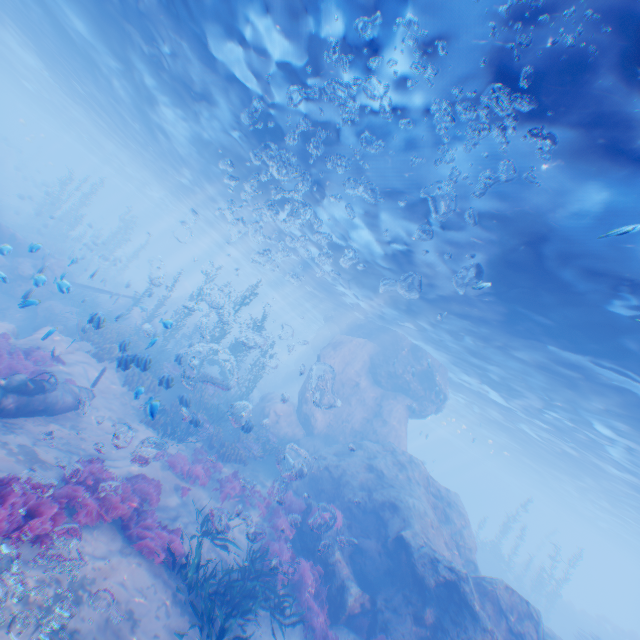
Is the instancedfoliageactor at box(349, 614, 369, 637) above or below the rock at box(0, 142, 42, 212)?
below

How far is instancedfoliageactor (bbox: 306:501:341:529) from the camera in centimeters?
1225cm

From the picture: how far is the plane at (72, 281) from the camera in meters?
10.1 m

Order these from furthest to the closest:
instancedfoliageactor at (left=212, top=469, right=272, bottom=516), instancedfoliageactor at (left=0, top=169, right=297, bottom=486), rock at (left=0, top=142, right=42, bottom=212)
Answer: rock at (left=0, top=142, right=42, bottom=212)
instancedfoliageactor at (left=0, top=169, right=297, bottom=486)
instancedfoliageactor at (left=212, top=469, right=272, bottom=516)

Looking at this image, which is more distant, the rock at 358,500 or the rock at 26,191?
the rock at 26,191

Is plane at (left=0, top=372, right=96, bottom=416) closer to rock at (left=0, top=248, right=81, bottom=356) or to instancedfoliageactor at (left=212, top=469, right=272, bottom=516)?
rock at (left=0, top=248, right=81, bottom=356)

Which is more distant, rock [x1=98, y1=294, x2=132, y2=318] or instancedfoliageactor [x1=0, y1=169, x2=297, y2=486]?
rock [x1=98, y1=294, x2=132, y2=318]

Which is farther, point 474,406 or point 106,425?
point 474,406
